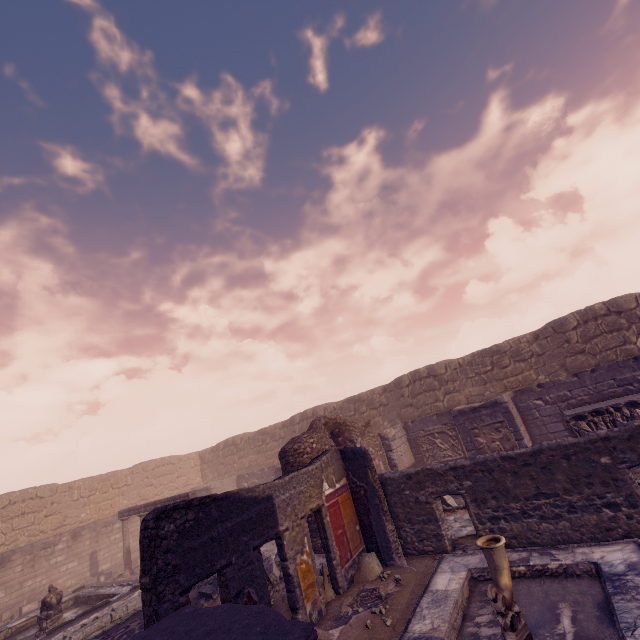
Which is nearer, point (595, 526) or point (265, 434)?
point (595, 526)

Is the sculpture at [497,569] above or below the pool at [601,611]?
above

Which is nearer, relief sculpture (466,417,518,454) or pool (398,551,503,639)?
A: pool (398,551,503,639)

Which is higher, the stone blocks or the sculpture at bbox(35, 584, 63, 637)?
the sculpture at bbox(35, 584, 63, 637)

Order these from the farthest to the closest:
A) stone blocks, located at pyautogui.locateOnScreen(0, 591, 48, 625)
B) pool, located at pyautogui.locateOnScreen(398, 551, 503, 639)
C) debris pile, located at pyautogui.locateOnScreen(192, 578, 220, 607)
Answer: stone blocks, located at pyautogui.locateOnScreen(0, 591, 48, 625) < debris pile, located at pyautogui.locateOnScreen(192, 578, 220, 607) < pool, located at pyautogui.locateOnScreen(398, 551, 503, 639)

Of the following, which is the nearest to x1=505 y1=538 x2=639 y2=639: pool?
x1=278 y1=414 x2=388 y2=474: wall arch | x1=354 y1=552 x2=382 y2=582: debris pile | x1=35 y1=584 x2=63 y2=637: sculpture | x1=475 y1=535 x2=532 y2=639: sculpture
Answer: x1=475 y1=535 x2=532 y2=639: sculpture

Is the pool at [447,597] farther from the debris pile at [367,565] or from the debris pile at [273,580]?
the debris pile at [273,580]

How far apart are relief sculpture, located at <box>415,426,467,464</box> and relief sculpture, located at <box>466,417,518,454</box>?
1.79m
